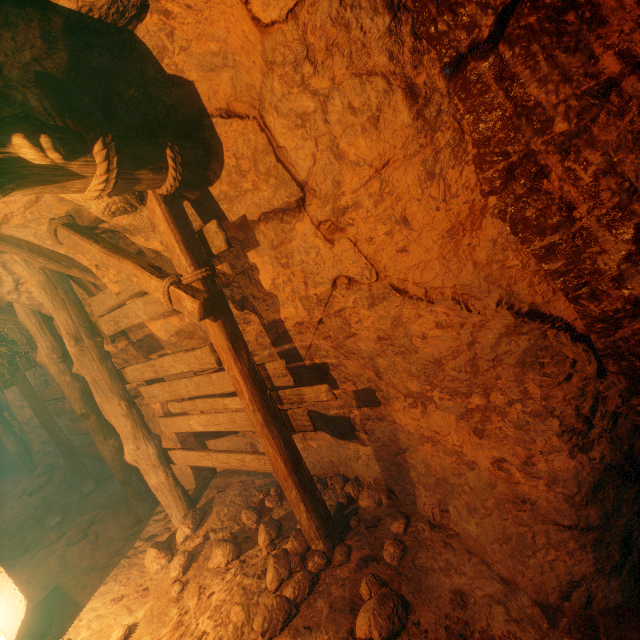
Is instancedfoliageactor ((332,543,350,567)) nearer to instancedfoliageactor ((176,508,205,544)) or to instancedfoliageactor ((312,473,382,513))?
instancedfoliageactor ((312,473,382,513))

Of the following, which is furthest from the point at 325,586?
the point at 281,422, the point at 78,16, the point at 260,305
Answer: the point at 78,16

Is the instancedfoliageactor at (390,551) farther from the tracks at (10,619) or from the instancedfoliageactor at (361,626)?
the tracks at (10,619)

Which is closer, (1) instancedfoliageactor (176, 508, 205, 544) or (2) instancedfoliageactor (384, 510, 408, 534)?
(2) instancedfoliageactor (384, 510, 408, 534)

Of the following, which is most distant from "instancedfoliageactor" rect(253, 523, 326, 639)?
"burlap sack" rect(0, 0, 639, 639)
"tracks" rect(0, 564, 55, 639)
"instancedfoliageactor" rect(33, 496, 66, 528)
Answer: "instancedfoliageactor" rect(33, 496, 66, 528)

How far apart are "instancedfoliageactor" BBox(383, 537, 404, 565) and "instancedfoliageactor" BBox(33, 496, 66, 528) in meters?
6.6 m

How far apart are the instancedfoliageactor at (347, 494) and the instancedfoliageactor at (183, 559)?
1.6 meters

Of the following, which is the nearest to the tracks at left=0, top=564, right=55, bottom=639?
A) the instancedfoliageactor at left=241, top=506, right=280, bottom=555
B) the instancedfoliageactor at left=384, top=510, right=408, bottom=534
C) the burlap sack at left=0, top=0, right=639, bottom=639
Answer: the burlap sack at left=0, top=0, right=639, bottom=639
